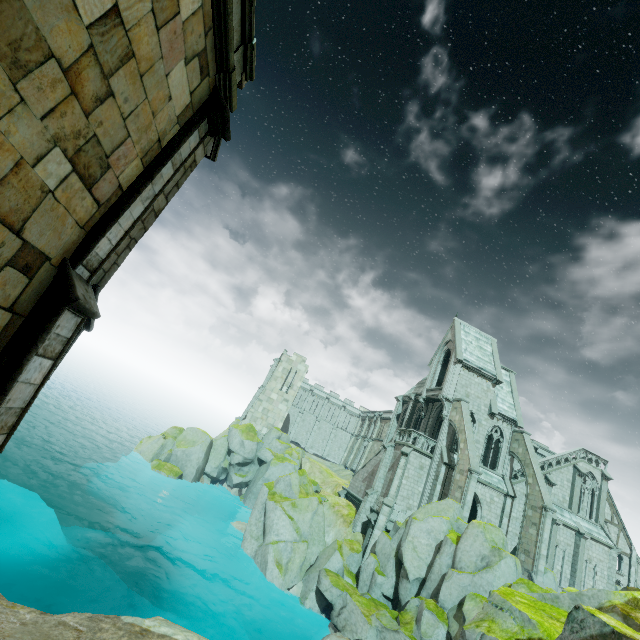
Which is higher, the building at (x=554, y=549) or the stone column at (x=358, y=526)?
the building at (x=554, y=549)

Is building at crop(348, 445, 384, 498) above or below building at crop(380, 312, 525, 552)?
below

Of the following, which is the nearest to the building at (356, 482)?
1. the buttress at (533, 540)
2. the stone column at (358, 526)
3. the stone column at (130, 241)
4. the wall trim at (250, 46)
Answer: the buttress at (533, 540)

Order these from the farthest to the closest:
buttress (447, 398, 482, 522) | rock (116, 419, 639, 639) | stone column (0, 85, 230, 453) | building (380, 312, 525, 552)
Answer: building (380, 312, 525, 552) → buttress (447, 398, 482, 522) → rock (116, 419, 639, 639) → stone column (0, 85, 230, 453)

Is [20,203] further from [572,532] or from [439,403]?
[572,532]

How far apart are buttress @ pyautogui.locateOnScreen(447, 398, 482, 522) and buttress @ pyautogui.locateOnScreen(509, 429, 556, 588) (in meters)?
5.90

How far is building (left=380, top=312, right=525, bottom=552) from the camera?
28.3m

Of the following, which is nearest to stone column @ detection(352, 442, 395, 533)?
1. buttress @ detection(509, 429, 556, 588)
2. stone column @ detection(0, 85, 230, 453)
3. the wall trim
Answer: buttress @ detection(509, 429, 556, 588)
